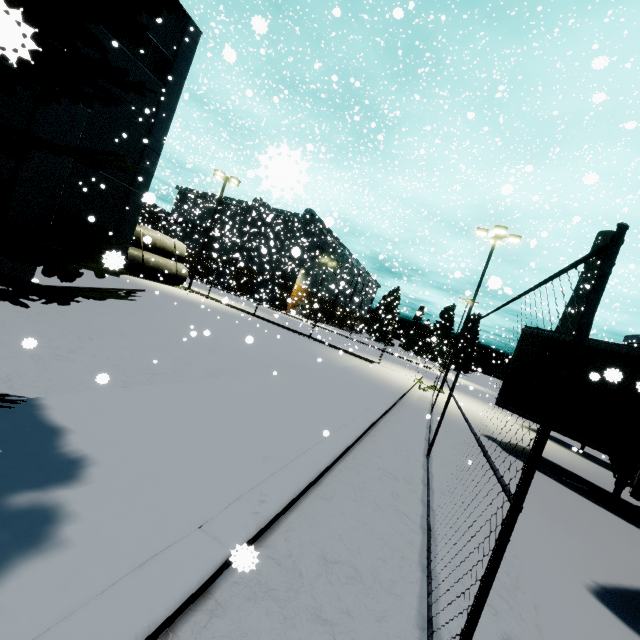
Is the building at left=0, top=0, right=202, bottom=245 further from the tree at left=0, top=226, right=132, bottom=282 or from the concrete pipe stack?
the concrete pipe stack

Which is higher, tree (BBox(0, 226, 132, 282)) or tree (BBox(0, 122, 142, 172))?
tree (BBox(0, 122, 142, 172))

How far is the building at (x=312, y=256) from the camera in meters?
35.8

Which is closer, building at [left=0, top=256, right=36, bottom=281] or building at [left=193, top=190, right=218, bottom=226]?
building at [left=0, top=256, right=36, bottom=281]

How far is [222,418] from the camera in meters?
4.6

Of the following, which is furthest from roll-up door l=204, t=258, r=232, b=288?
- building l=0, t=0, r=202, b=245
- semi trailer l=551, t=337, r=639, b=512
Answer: semi trailer l=551, t=337, r=639, b=512

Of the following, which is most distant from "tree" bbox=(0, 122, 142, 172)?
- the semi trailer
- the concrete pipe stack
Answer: the concrete pipe stack

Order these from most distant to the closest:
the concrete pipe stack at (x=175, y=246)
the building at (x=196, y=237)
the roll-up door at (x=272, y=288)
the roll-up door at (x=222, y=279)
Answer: the building at (x=196, y=237)
the roll-up door at (x=222, y=279)
the roll-up door at (x=272, y=288)
the concrete pipe stack at (x=175, y=246)
